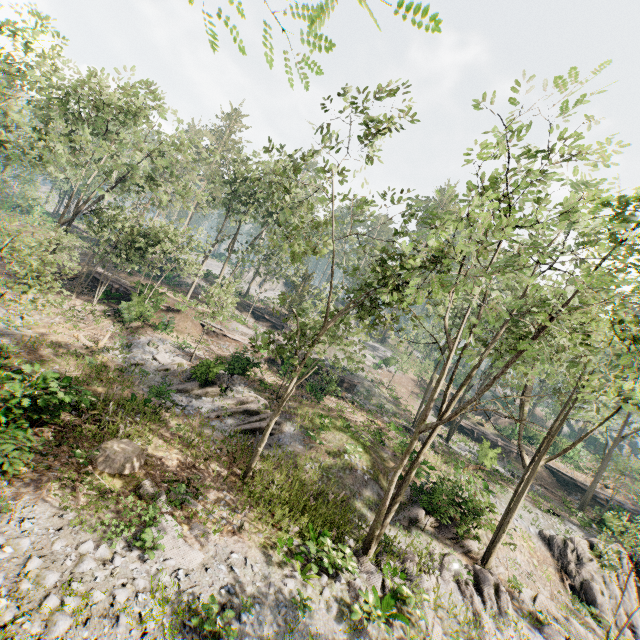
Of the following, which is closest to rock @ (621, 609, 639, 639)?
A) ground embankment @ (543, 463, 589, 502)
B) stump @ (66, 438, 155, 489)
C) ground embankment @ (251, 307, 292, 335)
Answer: ground embankment @ (543, 463, 589, 502)

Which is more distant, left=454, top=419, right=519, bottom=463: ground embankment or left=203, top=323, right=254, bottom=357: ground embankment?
left=203, top=323, right=254, bottom=357: ground embankment

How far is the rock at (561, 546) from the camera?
18.3 meters

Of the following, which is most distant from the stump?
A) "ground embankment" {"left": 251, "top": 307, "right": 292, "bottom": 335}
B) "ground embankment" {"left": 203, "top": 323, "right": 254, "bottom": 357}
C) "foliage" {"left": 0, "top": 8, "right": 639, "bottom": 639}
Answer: "ground embankment" {"left": 251, "top": 307, "right": 292, "bottom": 335}

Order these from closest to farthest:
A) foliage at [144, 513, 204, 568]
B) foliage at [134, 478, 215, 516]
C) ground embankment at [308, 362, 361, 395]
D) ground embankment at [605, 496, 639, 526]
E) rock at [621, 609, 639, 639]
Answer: foliage at [144, 513, 204, 568] → foliage at [134, 478, 215, 516] → rock at [621, 609, 639, 639] → ground embankment at [605, 496, 639, 526] → ground embankment at [308, 362, 361, 395]

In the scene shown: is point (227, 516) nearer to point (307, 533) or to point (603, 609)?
point (307, 533)

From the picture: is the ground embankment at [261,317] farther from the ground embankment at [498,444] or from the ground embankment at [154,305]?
the ground embankment at [498,444]

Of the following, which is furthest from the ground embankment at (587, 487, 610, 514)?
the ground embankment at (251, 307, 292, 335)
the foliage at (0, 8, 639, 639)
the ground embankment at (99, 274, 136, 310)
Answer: the ground embankment at (99, 274, 136, 310)
